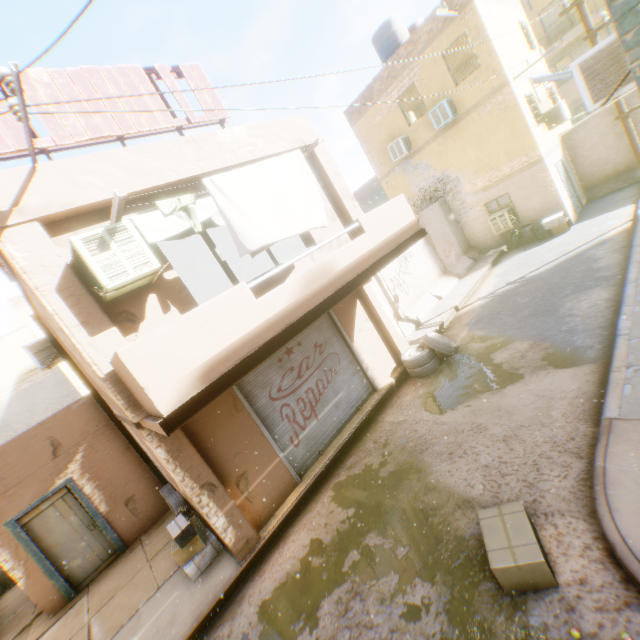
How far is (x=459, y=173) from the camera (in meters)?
15.11

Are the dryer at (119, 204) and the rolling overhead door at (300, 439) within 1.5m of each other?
yes

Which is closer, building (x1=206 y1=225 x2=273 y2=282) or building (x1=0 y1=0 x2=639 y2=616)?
building (x1=0 y1=0 x2=639 y2=616)

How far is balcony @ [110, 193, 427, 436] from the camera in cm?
381

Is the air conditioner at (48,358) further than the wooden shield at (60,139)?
Yes

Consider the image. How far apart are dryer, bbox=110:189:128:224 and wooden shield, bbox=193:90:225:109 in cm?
48

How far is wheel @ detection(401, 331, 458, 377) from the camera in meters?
8.7

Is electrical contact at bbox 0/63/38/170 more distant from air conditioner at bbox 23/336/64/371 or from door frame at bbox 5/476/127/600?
door frame at bbox 5/476/127/600
